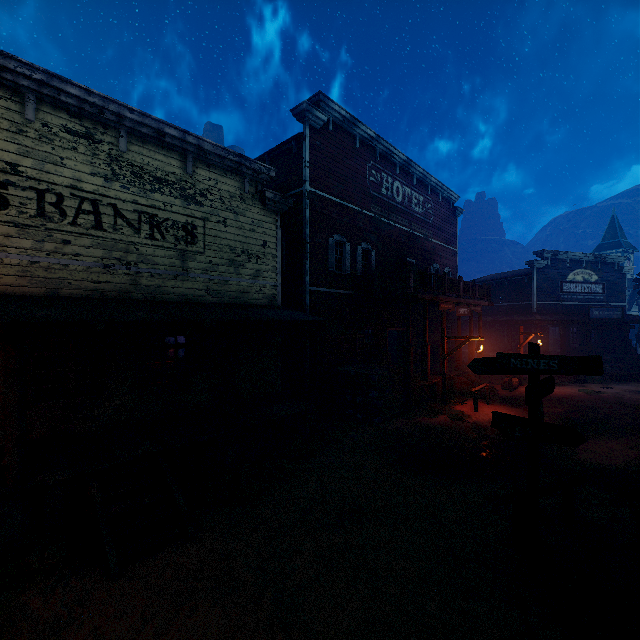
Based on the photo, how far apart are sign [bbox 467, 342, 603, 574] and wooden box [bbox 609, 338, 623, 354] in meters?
27.7

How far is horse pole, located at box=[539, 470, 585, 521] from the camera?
5.4m

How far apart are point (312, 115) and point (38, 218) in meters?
10.1 m

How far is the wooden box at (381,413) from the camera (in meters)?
11.70

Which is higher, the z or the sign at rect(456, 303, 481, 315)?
the sign at rect(456, 303, 481, 315)

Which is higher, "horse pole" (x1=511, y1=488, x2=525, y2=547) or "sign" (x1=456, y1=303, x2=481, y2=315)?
"sign" (x1=456, y1=303, x2=481, y2=315)

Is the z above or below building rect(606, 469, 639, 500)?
below

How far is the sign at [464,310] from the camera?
15.76m
